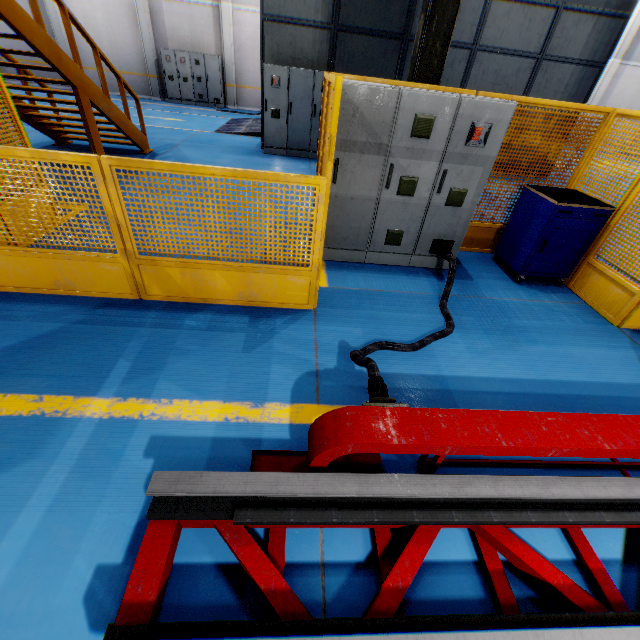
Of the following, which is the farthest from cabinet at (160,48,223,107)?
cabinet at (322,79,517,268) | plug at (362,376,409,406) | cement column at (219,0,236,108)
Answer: plug at (362,376,409,406)

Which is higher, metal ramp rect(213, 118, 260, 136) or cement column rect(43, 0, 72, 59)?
cement column rect(43, 0, 72, 59)

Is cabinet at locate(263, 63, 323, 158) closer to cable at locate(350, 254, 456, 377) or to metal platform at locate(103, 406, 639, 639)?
cable at locate(350, 254, 456, 377)

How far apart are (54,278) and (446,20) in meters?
6.0

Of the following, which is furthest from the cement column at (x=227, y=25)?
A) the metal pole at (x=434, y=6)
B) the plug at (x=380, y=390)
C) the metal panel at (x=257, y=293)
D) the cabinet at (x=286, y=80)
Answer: the plug at (x=380, y=390)

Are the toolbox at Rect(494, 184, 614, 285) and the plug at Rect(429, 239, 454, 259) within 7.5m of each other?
yes

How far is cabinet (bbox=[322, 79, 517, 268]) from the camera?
3.67m

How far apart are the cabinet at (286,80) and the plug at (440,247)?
6.76m
